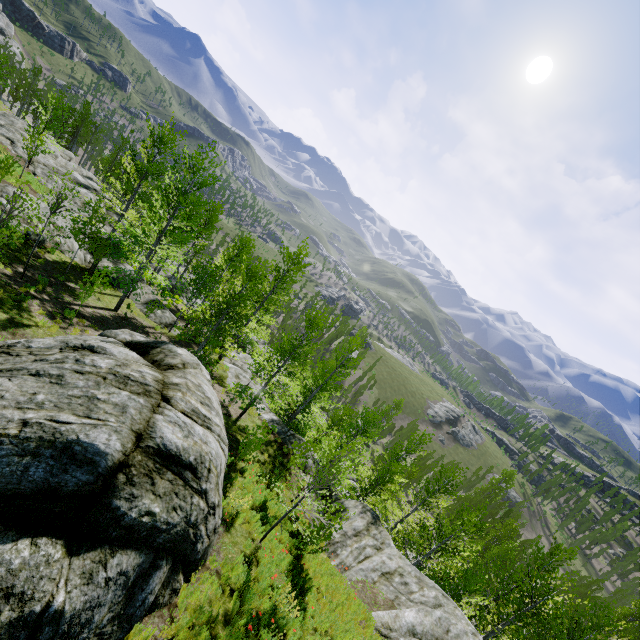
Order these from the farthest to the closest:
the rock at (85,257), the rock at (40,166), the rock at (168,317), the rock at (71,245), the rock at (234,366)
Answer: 1. the rock at (40,166)
2. the rock at (234,366)
3. the rock at (168,317)
4. the rock at (85,257)
5. the rock at (71,245)

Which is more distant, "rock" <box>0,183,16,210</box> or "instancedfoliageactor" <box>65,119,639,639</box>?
"rock" <box>0,183,16,210</box>

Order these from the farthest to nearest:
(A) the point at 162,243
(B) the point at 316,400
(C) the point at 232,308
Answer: (A) the point at 162,243
(B) the point at 316,400
(C) the point at 232,308

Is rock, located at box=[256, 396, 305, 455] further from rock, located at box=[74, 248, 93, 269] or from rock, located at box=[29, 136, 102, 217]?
rock, located at box=[29, 136, 102, 217]

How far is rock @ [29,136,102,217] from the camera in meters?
25.8

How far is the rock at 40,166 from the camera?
25.85m

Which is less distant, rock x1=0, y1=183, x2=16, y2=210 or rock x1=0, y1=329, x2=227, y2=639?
rock x1=0, y1=329, x2=227, y2=639

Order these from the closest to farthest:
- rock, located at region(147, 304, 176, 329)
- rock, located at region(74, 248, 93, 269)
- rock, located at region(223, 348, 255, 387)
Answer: rock, located at region(74, 248, 93, 269) → rock, located at region(147, 304, 176, 329) → rock, located at region(223, 348, 255, 387)
